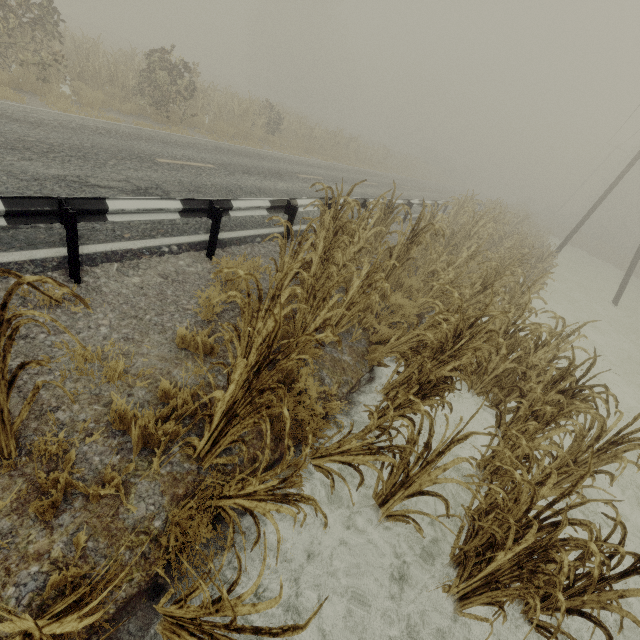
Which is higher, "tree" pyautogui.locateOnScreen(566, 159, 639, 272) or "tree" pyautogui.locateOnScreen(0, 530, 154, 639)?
"tree" pyautogui.locateOnScreen(566, 159, 639, 272)

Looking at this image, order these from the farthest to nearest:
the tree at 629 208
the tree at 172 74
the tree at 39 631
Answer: the tree at 629 208 → the tree at 172 74 → the tree at 39 631

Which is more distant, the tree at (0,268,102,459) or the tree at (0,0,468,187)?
the tree at (0,0,468,187)

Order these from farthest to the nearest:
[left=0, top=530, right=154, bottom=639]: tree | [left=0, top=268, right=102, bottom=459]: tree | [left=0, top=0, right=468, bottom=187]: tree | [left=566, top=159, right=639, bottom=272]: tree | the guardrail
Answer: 1. [left=566, top=159, right=639, bottom=272]: tree
2. [left=0, top=0, right=468, bottom=187]: tree
3. the guardrail
4. [left=0, top=268, right=102, bottom=459]: tree
5. [left=0, top=530, right=154, bottom=639]: tree

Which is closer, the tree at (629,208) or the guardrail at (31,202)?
the guardrail at (31,202)

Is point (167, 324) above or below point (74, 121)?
below
